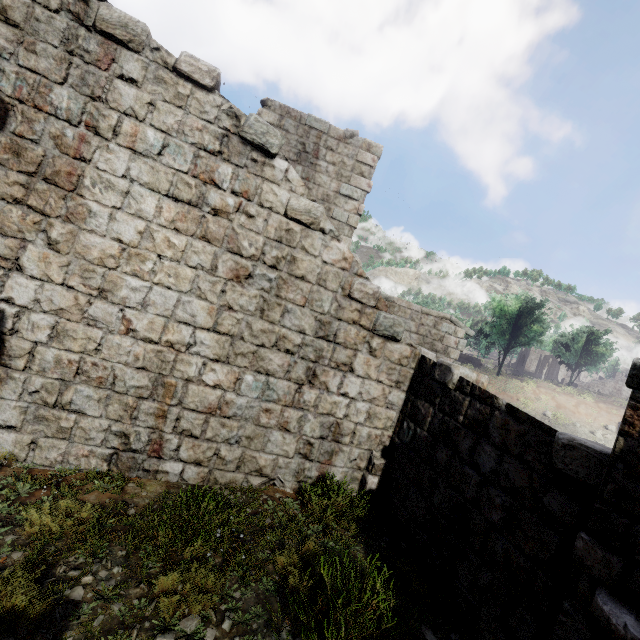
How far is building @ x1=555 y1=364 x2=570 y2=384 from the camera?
55.3 meters

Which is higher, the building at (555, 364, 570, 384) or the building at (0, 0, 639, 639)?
the building at (555, 364, 570, 384)

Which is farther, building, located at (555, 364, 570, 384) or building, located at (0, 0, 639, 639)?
building, located at (555, 364, 570, 384)

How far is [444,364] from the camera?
6.0 meters

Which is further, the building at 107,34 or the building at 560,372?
the building at 560,372

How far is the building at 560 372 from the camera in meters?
55.3
